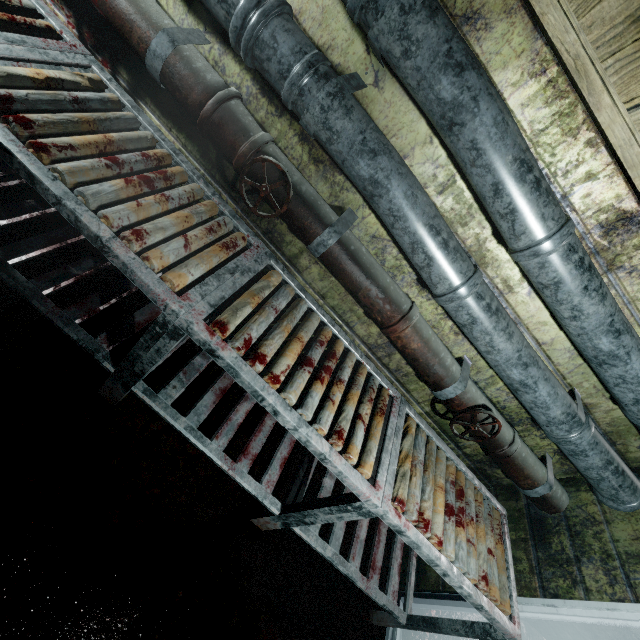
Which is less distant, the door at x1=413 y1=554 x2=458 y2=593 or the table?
the table

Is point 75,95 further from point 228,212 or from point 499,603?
point 499,603

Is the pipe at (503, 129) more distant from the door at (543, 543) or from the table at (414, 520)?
the table at (414, 520)

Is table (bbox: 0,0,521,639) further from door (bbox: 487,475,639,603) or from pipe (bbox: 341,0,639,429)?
pipe (bbox: 341,0,639,429)

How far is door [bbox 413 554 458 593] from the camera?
1.9 meters

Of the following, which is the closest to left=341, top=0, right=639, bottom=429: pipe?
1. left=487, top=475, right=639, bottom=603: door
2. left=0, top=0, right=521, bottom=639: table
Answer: left=487, top=475, right=639, bottom=603: door

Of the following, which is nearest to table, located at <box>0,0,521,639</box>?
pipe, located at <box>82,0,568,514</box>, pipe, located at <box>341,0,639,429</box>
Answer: pipe, located at <box>82,0,568,514</box>

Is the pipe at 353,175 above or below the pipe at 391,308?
above
